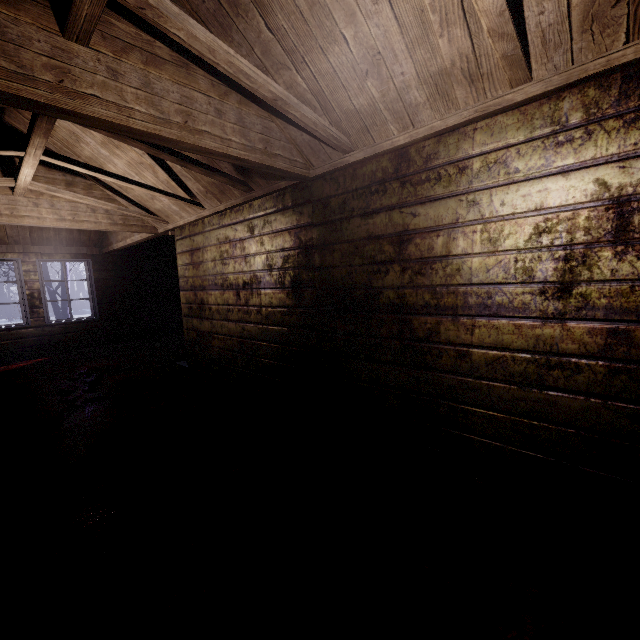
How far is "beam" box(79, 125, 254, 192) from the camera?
2.3 meters

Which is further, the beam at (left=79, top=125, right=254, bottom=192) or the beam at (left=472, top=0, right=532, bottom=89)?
the beam at (left=79, top=125, right=254, bottom=192)

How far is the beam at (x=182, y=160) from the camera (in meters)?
2.29

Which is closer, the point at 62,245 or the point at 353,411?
the point at 353,411

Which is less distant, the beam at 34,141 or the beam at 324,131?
the beam at 324,131
